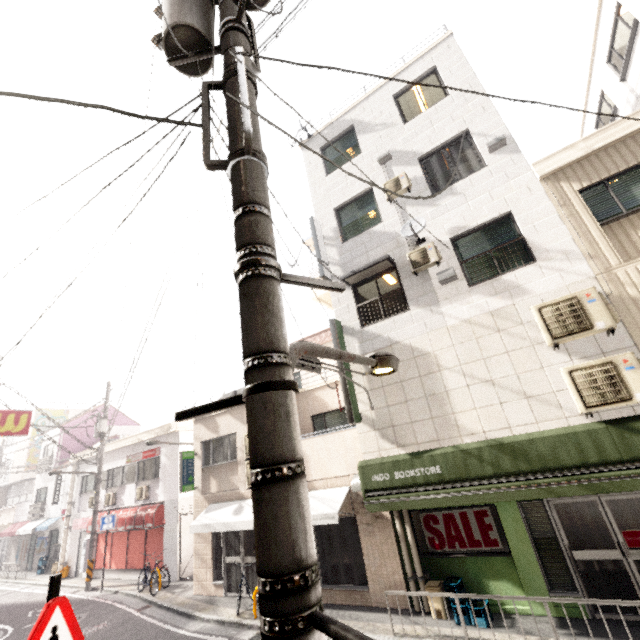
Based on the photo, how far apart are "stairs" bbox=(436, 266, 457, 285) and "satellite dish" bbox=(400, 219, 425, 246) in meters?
1.0 m

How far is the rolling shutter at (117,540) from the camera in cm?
1488

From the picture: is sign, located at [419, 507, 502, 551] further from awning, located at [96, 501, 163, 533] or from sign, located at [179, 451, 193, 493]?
awning, located at [96, 501, 163, 533]

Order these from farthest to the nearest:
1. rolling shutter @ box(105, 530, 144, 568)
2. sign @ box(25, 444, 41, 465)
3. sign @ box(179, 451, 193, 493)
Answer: sign @ box(25, 444, 41, 465) → rolling shutter @ box(105, 530, 144, 568) → sign @ box(179, 451, 193, 493)

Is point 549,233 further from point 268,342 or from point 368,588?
point 368,588

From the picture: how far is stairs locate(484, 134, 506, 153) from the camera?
8.1 meters

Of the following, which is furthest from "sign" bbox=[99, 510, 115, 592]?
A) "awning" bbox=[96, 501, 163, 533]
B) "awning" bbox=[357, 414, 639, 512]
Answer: "awning" bbox=[357, 414, 639, 512]

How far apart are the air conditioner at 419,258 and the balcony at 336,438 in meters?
4.3
